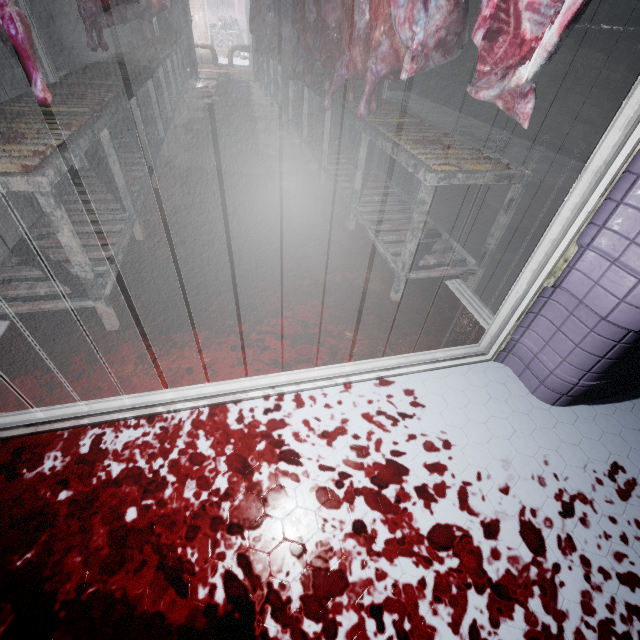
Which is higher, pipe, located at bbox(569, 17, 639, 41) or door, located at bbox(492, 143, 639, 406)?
pipe, located at bbox(569, 17, 639, 41)

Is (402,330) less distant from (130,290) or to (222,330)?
(222,330)

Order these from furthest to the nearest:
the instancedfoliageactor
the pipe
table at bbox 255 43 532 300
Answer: the instancedfoliageactor
the pipe
table at bbox 255 43 532 300

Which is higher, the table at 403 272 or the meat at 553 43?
the meat at 553 43

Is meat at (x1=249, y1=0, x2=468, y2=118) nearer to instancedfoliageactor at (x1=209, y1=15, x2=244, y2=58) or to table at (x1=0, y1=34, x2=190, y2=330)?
table at (x1=0, y1=34, x2=190, y2=330)

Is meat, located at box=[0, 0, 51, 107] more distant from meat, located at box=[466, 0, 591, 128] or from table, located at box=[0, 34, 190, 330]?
meat, located at box=[466, 0, 591, 128]

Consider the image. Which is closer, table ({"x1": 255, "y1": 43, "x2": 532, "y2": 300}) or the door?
the door

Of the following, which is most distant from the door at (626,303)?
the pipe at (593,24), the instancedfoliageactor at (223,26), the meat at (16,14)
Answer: the instancedfoliageactor at (223,26)
